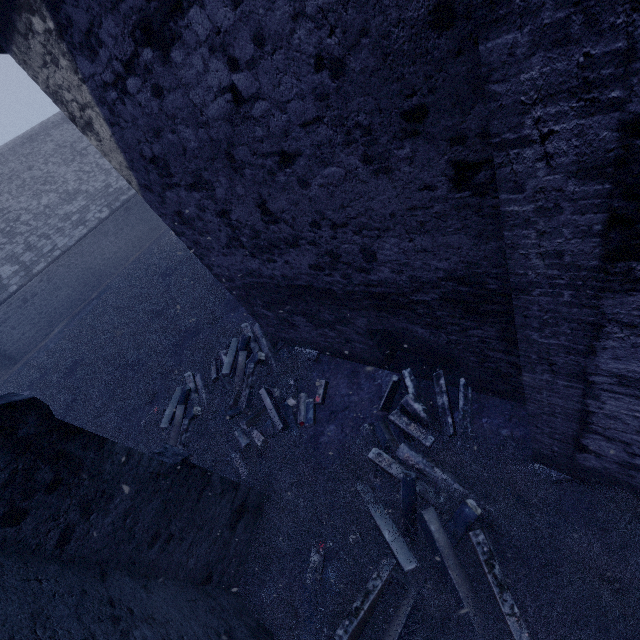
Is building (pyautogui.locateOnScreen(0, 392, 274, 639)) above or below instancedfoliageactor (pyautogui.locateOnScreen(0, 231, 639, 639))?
above

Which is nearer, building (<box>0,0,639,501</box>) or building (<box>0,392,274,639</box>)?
building (<box>0,0,639,501</box>)

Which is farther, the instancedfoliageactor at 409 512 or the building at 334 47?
the instancedfoliageactor at 409 512

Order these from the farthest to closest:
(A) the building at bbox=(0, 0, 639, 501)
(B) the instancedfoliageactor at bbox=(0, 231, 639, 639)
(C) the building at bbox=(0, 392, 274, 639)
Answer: (B) the instancedfoliageactor at bbox=(0, 231, 639, 639)
(C) the building at bbox=(0, 392, 274, 639)
(A) the building at bbox=(0, 0, 639, 501)

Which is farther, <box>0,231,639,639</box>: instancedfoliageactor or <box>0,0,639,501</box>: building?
<box>0,231,639,639</box>: instancedfoliageactor

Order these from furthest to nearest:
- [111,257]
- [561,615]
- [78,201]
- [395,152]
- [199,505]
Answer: [111,257], [78,201], [199,505], [561,615], [395,152]

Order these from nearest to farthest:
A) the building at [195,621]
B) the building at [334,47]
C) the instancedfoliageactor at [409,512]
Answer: the building at [334,47] < the building at [195,621] < the instancedfoliageactor at [409,512]
